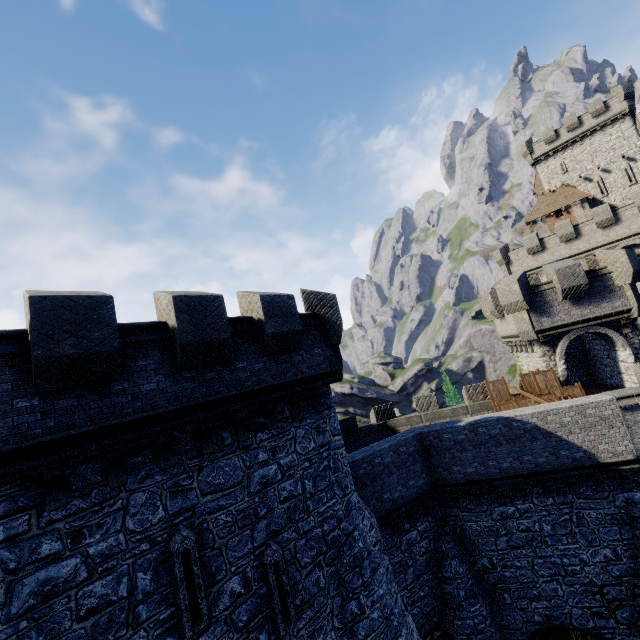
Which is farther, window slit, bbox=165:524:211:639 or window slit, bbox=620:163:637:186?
window slit, bbox=620:163:637:186

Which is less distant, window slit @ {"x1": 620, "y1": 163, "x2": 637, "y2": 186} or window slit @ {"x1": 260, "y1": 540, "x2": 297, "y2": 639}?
window slit @ {"x1": 260, "y1": 540, "x2": 297, "y2": 639}

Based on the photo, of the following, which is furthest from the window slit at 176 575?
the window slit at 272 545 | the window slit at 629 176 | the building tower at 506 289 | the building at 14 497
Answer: the window slit at 629 176

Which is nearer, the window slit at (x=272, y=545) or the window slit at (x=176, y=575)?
the window slit at (x=176, y=575)

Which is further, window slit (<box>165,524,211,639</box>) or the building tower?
the building tower

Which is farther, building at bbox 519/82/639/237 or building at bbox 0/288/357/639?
building at bbox 519/82/639/237

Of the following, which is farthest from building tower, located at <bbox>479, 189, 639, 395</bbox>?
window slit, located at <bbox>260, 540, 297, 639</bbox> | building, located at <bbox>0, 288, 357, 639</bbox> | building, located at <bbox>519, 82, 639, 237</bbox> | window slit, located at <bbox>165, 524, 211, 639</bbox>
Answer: building, located at <bbox>519, 82, 639, 237</bbox>

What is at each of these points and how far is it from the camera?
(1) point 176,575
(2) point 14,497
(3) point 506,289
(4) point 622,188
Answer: (1) window slit, 6.98m
(2) building, 5.77m
(3) building tower, 18.94m
(4) building, 38.66m
